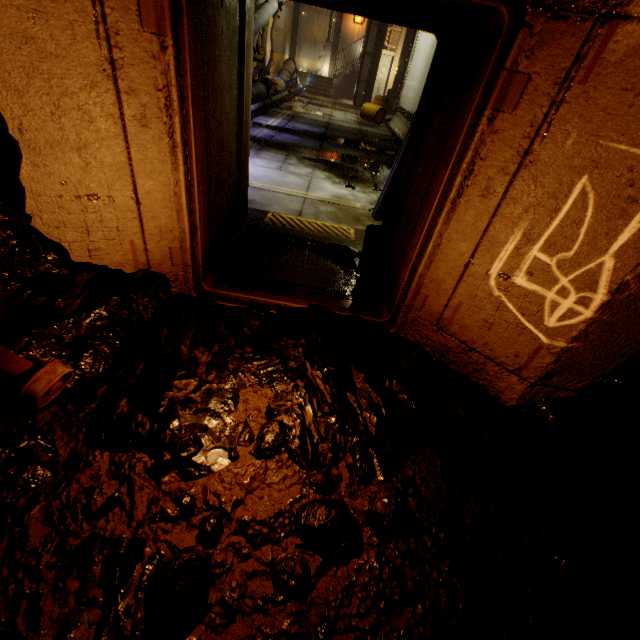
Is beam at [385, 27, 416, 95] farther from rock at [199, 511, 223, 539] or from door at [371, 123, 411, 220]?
rock at [199, 511, 223, 539]

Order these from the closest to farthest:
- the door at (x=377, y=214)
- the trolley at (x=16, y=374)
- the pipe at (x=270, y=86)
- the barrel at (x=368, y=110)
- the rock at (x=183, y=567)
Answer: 1. the rock at (x=183, y=567)
2. the trolley at (x=16, y=374)
3. the door at (x=377, y=214)
4. the pipe at (x=270, y=86)
5. the barrel at (x=368, y=110)

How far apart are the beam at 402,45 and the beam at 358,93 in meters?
1.2 m

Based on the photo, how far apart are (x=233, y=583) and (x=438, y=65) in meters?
4.3 m

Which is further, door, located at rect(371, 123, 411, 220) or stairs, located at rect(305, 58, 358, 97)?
stairs, located at rect(305, 58, 358, 97)

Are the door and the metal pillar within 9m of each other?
no

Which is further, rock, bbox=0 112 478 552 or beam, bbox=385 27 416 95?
beam, bbox=385 27 416 95

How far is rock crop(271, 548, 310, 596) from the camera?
1.42m
